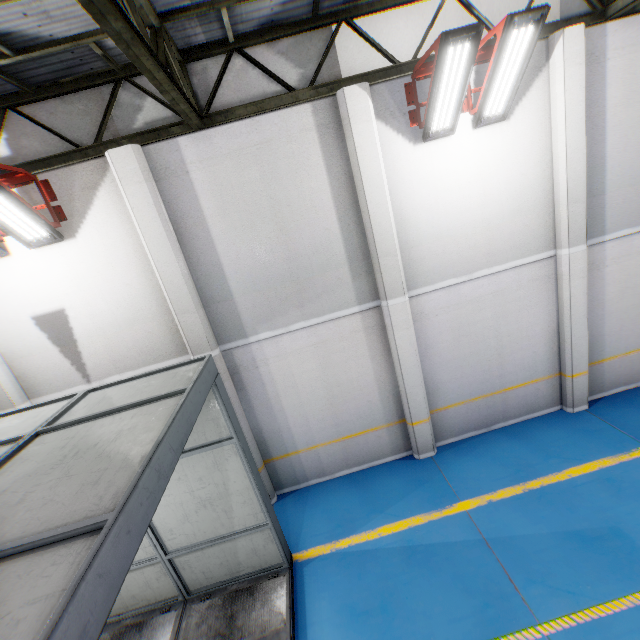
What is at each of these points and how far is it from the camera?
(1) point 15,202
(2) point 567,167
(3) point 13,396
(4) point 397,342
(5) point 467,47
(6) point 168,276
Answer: (1) light, 4.9 meters
(2) cement column, 6.2 meters
(3) cement column, 6.3 meters
(4) cement column, 6.9 meters
(5) light, 4.8 meters
(6) cement column, 6.0 meters

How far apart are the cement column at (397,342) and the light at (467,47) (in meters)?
0.68

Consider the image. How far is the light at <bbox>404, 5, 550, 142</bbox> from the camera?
4.7m

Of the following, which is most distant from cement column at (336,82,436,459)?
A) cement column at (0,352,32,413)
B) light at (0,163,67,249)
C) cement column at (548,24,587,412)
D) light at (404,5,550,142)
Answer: cement column at (0,352,32,413)

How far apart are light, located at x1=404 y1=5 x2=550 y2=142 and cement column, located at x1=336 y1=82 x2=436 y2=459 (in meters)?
0.68

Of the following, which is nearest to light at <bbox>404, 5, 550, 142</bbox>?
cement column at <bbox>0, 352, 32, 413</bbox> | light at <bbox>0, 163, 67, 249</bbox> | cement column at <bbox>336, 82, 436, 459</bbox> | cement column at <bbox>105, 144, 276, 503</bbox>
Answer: cement column at <bbox>336, 82, 436, 459</bbox>

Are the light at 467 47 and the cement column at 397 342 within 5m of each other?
yes

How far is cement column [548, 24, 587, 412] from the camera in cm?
577
